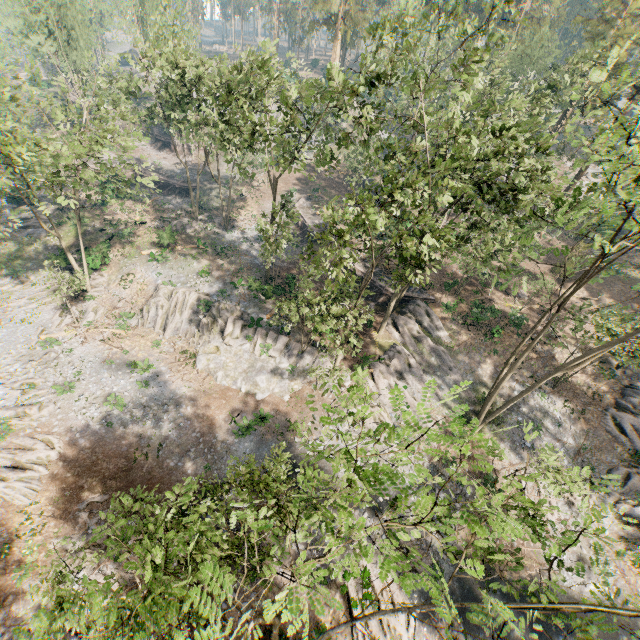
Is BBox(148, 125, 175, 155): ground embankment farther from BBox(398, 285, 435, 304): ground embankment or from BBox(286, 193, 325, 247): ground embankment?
BBox(398, 285, 435, 304): ground embankment

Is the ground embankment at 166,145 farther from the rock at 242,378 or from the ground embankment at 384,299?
the ground embankment at 384,299

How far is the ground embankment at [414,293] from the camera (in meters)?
33.84

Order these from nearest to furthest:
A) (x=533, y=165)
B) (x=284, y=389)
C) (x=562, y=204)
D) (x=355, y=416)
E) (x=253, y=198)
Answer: (x=355, y=416) < (x=562, y=204) < (x=533, y=165) < (x=284, y=389) < (x=253, y=198)

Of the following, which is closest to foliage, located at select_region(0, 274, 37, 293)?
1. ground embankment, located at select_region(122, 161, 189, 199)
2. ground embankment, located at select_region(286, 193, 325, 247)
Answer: ground embankment, located at select_region(122, 161, 189, 199)

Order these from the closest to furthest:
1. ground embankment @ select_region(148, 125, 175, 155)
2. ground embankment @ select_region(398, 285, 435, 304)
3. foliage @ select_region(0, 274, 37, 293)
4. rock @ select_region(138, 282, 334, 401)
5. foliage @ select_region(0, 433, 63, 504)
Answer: foliage @ select_region(0, 433, 63, 504) → rock @ select_region(138, 282, 334, 401) → foliage @ select_region(0, 274, 37, 293) → ground embankment @ select_region(398, 285, 435, 304) → ground embankment @ select_region(148, 125, 175, 155)

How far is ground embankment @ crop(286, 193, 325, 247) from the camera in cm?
4175

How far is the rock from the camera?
28.3m
